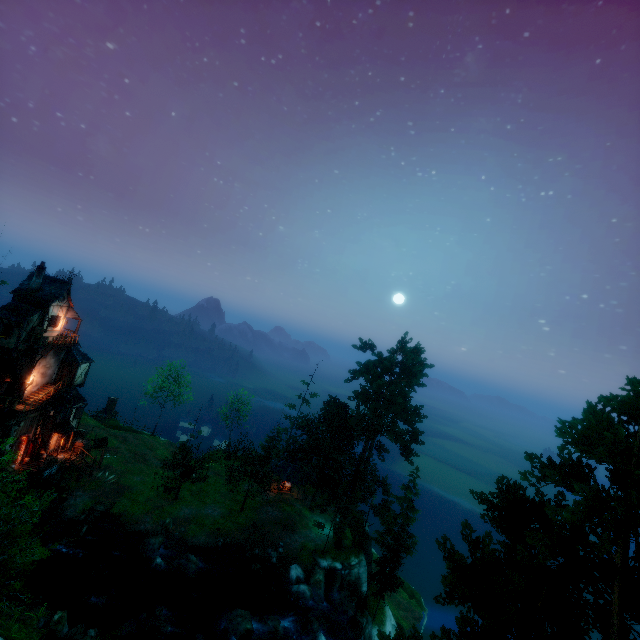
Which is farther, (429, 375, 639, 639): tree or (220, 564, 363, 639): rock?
(220, 564, 363, 639): rock

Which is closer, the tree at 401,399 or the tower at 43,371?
the tower at 43,371

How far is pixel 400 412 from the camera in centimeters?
4406cm

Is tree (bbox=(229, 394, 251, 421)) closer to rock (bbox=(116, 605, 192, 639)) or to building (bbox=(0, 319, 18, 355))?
building (bbox=(0, 319, 18, 355))

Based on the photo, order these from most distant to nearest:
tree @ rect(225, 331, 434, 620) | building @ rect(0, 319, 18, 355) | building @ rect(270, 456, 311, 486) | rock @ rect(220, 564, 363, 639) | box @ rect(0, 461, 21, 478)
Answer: building @ rect(270, 456, 311, 486), tree @ rect(225, 331, 434, 620), box @ rect(0, 461, 21, 478), building @ rect(0, 319, 18, 355), rock @ rect(220, 564, 363, 639)

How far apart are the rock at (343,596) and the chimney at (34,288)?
43.0m

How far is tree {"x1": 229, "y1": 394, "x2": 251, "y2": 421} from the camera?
52.3 meters

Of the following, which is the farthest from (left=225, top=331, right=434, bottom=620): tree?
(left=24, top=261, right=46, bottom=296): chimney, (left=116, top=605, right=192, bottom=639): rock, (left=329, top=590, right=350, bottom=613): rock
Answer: (left=24, top=261, right=46, bottom=296): chimney
